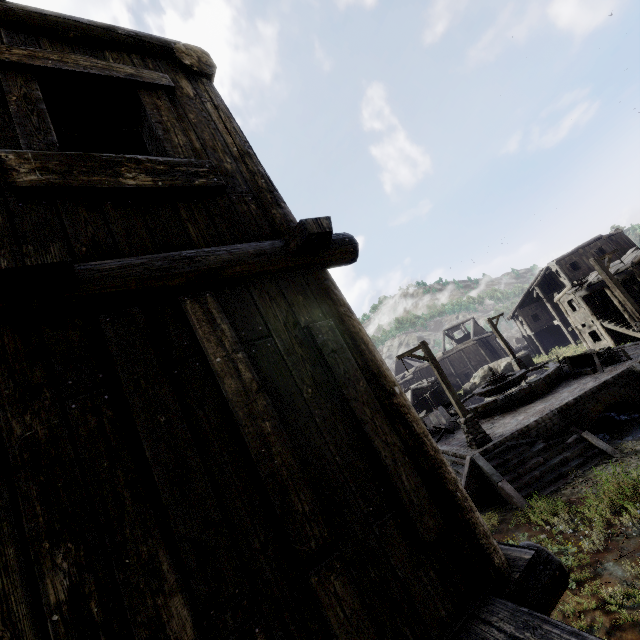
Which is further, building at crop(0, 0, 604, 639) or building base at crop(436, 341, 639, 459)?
building base at crop(436, 341, 639, 459)

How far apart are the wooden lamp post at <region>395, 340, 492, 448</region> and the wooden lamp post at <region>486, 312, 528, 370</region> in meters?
13.0

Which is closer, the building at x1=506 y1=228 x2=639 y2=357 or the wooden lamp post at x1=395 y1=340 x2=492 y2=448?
the wooden lamp post at x1=395 y1=340 x2=492 y2=448

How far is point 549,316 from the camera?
36.9 meters

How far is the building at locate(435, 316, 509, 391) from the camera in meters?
42.7 m

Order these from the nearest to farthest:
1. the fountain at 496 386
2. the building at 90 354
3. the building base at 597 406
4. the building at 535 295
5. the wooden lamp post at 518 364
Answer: the building at 90 354
the building base at 597 406
the fountain at 496 386
the building at 535 295
the wooden lamp post at 518 364

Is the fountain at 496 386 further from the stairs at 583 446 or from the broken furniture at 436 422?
the stairs at 583 446

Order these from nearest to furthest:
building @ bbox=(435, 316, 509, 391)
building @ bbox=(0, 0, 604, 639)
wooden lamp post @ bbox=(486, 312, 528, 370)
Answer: building @ bbox=(0, 0, 604, 639) → wooden lamp post @ bbox=(486, 312, 528, 370) → building @ bbox=(435, 316, 509, 391)
